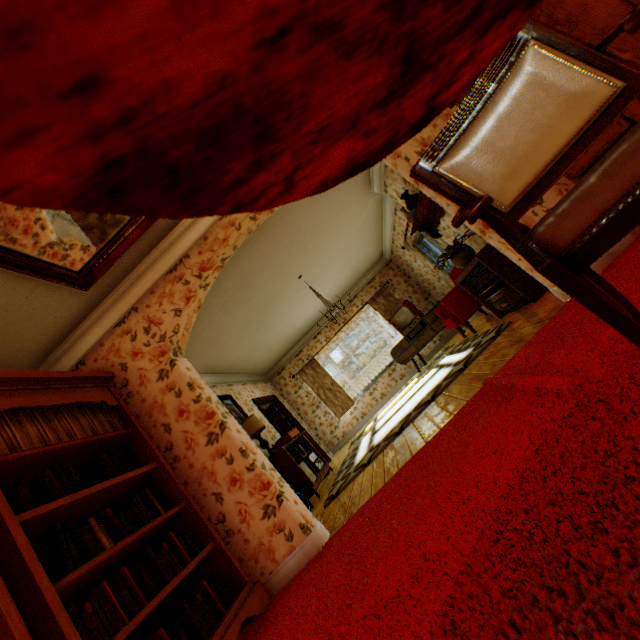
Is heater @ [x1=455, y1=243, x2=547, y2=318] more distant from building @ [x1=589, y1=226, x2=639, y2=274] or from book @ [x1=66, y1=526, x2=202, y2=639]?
book @ [x1=66, y1=526, x2=202, y2=639]

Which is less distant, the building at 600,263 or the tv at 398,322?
the building at 600,263

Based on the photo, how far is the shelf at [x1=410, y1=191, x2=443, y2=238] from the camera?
4.7m

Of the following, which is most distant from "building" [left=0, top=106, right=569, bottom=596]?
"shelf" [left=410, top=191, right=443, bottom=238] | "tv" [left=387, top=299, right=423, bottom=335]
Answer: "tv" [left=387, top=299, right=423, bottom=335]

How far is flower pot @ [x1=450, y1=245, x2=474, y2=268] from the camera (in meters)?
4.60

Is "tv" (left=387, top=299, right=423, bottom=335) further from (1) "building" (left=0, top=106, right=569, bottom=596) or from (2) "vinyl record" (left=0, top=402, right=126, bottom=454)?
(2) "vinyl record" (left=0, top=402, right=126, bottom=454)

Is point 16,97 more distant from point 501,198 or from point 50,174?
point 501,198

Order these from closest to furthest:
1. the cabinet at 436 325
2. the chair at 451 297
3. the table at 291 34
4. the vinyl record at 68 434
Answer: the table at 291 34, the vinyl record at 68 434, the chair at 451 297, the cabinet at 436 325
